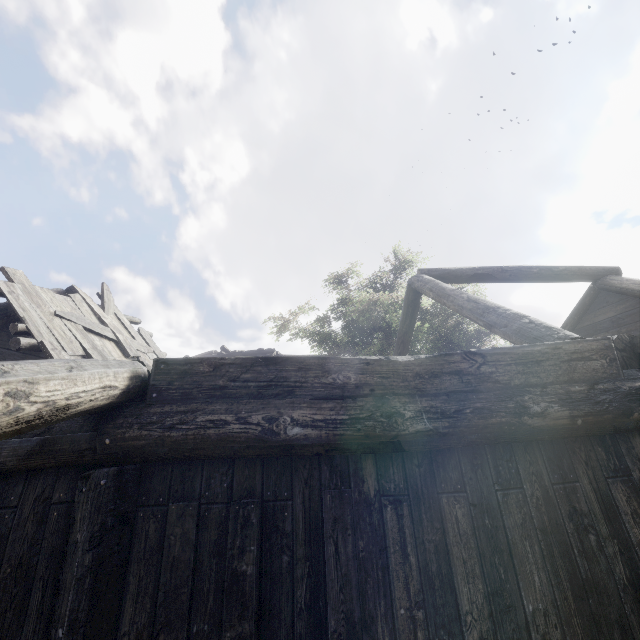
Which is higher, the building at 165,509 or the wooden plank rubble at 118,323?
the wooden plank rubble at 118,323

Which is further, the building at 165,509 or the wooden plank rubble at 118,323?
the wooden plank rubble at 118,323

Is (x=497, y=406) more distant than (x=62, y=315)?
No

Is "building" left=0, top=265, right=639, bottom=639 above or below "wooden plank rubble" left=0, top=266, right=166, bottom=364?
below

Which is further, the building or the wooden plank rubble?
the wooden plank rubble
